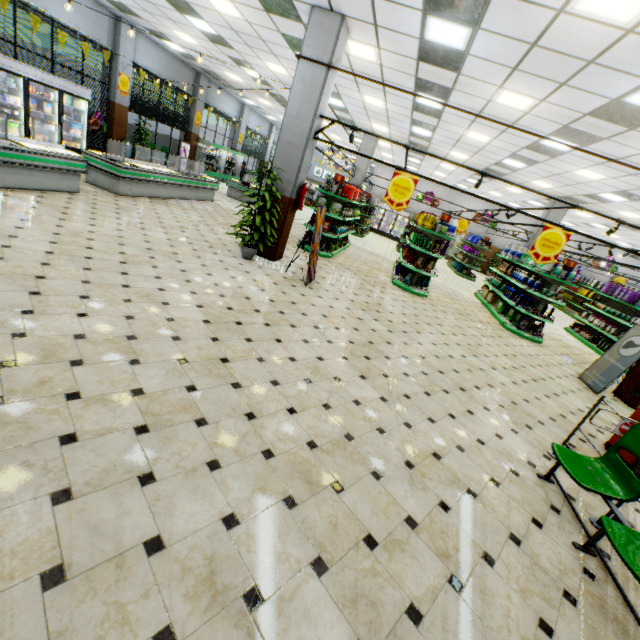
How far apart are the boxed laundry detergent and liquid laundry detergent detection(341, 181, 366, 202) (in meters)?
6.23

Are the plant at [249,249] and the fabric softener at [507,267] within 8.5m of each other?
no

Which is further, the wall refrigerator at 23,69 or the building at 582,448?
the wall refrigerator at 23,69

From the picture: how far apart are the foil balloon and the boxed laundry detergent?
15.88m

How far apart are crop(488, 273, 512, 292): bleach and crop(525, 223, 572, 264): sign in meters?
5.7

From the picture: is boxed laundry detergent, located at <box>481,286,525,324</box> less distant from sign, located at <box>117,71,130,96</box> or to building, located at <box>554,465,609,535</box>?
building, located at <box>554,465,609,535</box>

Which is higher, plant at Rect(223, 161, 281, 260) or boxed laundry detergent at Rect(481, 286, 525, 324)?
boxed laundry detergent at Rect(481, 286, 525, 324)

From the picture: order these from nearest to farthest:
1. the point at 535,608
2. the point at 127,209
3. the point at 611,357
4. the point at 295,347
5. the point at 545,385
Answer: the point at 535,608 < the point at 295,347 < the point at 545,385 < the point at 611,357 < the point at 127,209
